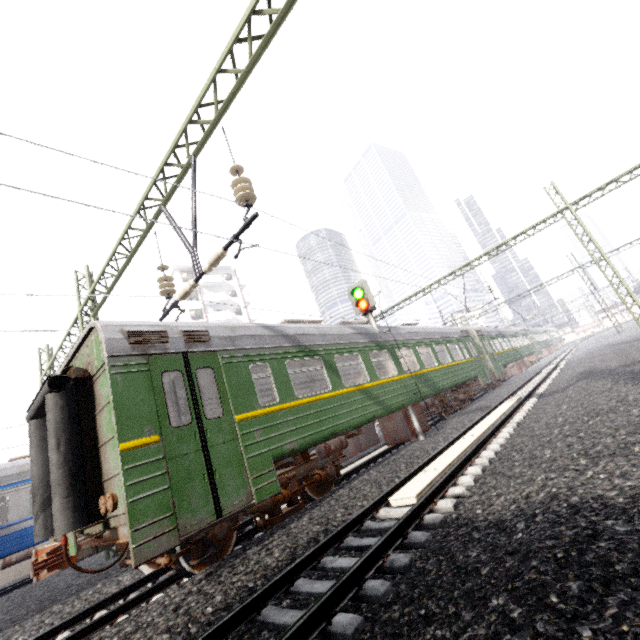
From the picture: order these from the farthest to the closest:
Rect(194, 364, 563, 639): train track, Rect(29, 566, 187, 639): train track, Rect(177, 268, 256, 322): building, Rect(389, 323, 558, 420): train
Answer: Rect(177, 268, 256, 322): building < Rect(389, 323, 558, 420): train < Rect(29, 566, 187, 639): train track < Rect(194, 364, 563, 639): train track

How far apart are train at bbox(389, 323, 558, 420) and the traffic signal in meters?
11.3

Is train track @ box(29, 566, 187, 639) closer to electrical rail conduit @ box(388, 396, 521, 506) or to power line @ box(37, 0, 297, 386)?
electrical rail conduit @ box(388, 396, 521, 506)

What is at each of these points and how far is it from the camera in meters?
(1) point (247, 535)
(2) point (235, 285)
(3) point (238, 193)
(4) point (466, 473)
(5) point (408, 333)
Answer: (1) train track, 6.6 m
(2) building, 48.9 m
(3) power line, 6.3 m
(4) train track, 5.8 m
(5) train, 13.4 m

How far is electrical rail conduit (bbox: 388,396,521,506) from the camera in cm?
527

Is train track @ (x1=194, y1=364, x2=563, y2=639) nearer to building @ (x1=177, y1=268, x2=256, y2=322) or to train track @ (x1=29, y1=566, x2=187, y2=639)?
train track @ (x1=29, y1=566, x2=187, y2=639)

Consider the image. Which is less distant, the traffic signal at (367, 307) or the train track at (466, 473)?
the train track at (466, 473)

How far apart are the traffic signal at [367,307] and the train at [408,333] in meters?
11.3 m
